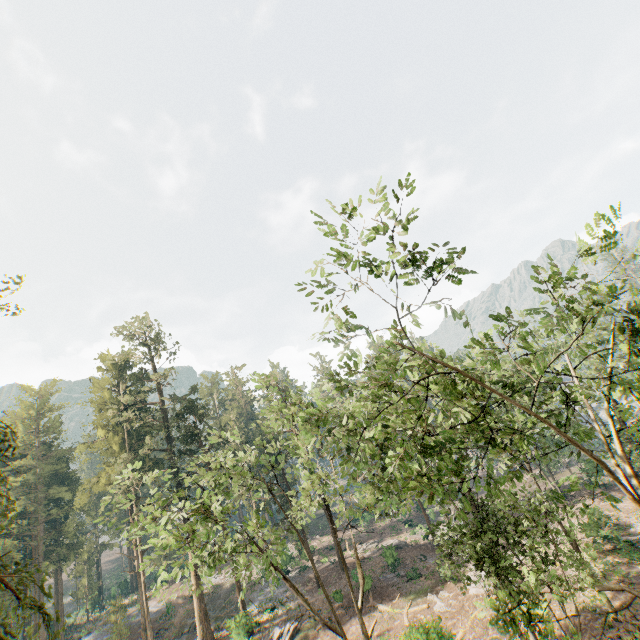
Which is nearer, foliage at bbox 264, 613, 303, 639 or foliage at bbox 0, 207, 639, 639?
foliage at bbox 0, 207, 639, 639

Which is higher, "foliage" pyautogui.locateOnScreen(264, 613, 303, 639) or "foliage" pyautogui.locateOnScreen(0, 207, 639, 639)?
"foliage" pyautogui.locateOnScreen(0, 207, 639, 639)

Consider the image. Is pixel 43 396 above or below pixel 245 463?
above

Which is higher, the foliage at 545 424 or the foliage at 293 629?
the foliage at 545 424

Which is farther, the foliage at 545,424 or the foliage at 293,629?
the foliage at 293,629
